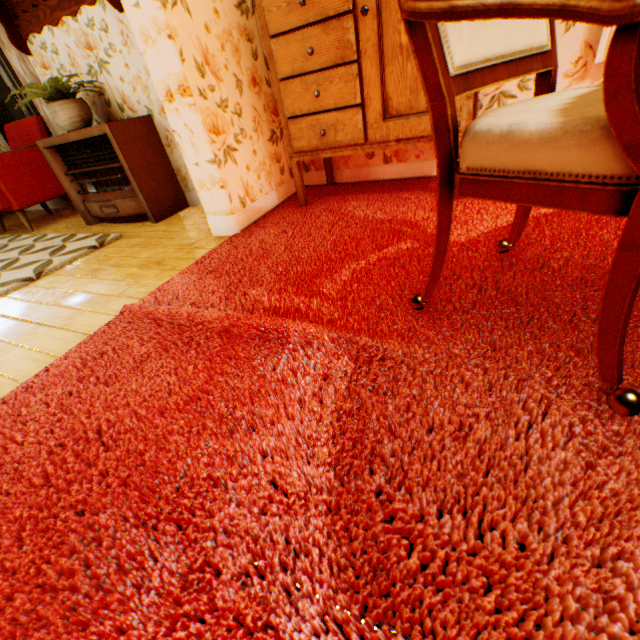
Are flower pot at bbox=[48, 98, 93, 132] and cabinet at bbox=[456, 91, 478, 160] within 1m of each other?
no

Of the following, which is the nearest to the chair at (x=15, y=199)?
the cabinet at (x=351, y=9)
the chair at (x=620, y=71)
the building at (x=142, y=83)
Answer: the building at (x=142, y=83)

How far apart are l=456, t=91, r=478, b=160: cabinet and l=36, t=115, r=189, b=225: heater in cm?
161

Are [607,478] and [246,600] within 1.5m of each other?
yes

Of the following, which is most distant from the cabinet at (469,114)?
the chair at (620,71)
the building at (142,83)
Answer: the chair at (620,71)

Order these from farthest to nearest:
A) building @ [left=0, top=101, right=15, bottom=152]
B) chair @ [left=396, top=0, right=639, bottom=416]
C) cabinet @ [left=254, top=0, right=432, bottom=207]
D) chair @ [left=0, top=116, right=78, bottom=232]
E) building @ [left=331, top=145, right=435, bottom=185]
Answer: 1. building @ [left=0, top=101, right=15, bottom=152]
2. chair @ [left=0, top=116, right=78, bottom=232]
3. building @ [left=331, top=145, right=435, bottom=185]
4. cabinet @ [left=254, top=0, right=432, bottom=207]
5. chair @ [left=396, top=0, right=639, bottom=416]

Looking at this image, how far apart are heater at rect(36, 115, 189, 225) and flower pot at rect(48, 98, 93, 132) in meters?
0.1

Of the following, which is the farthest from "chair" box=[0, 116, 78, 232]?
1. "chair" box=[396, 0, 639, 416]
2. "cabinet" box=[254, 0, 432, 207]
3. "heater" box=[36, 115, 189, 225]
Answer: "chair" box=[396, 0, 639, 416]
